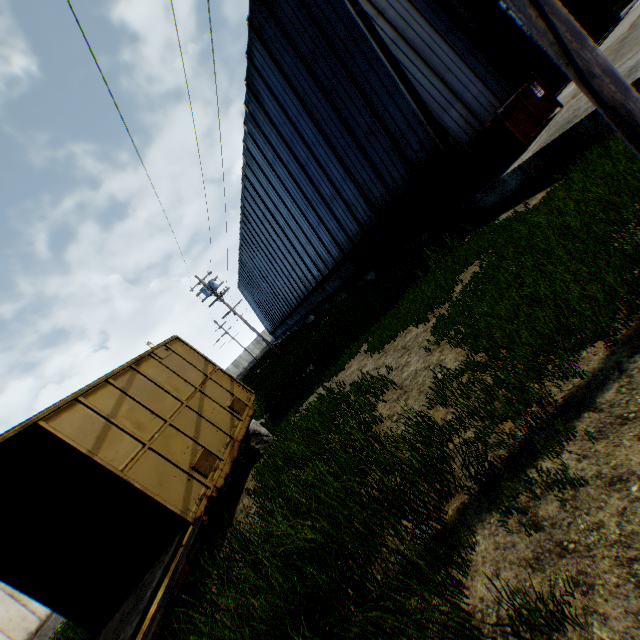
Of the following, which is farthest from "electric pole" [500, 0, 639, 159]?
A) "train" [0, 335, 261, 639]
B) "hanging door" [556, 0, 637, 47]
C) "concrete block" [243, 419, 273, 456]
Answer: "hanging door" [556, 0, 637, 47]

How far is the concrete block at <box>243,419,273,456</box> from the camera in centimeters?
891cm

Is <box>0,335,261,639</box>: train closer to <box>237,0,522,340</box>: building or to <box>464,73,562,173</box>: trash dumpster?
<box>237,0,522,340</box>: building

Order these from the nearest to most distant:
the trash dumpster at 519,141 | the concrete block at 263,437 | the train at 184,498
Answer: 1. the train at 184,498
2. the trash dumpster at 519,141
3. the concrete block at 263,437

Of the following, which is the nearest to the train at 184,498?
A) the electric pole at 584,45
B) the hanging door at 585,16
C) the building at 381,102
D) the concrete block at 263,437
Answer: the concrete block at 263,437

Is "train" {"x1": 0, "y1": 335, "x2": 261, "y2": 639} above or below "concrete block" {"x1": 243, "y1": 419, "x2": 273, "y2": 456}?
above

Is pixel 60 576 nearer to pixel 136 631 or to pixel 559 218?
pixel 136 631

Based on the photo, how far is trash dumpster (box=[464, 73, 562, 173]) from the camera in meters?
8.3
